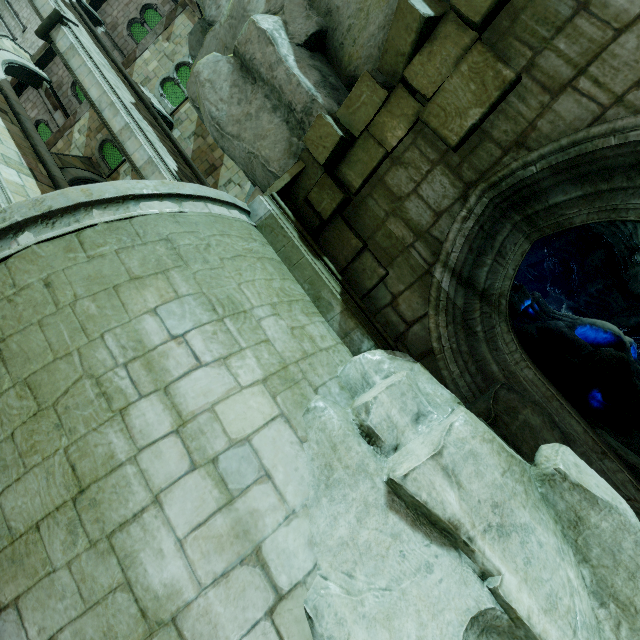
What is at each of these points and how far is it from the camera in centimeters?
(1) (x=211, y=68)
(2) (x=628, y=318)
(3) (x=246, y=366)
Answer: (1) rock, 591cm
(2) rock, 1284cm
(3) building, 318cm

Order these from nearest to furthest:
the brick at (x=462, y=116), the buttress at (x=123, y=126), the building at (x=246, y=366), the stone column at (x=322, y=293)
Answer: the building at (x=246, y=366) < the brick at (x=462, y=116) < the stone column at (x=322, y=293) < the buttress at (x=123, y=126)

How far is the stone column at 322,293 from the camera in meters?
4.6 m

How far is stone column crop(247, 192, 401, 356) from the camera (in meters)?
4.55

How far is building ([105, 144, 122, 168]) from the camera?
18.1 meters

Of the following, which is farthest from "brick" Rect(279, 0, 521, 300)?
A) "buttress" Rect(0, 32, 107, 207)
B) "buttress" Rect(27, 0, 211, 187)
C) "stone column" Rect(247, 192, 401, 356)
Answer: "buttress" Rect(0, 32, 107, 207)

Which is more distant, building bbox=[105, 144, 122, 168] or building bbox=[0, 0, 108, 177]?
building bbox=[105, 144, 122, 168]
